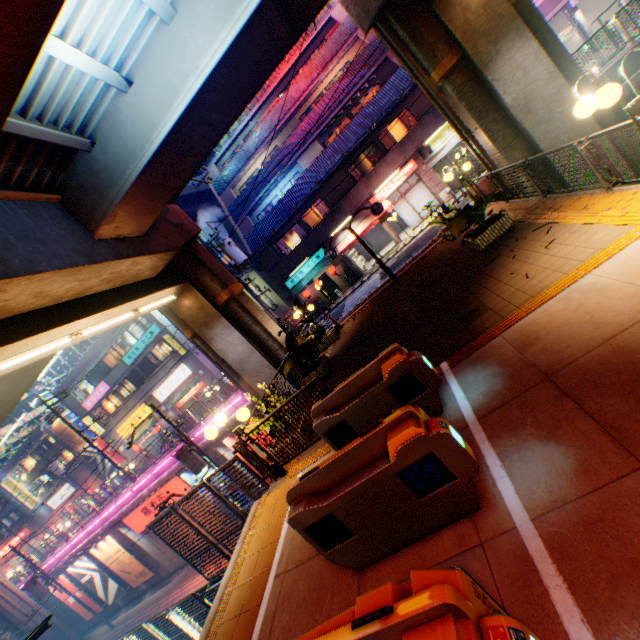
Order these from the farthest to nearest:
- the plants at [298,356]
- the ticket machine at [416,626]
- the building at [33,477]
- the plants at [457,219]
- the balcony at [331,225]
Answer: the building at [33,477]
the balcony at [331,225]
the plants at [298,356]
the plants at [457,219]
the ticket machine at [416,626]

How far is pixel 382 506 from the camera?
3.43m

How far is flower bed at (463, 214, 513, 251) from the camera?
8.7 meters

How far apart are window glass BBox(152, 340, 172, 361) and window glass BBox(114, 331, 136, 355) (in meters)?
1.30

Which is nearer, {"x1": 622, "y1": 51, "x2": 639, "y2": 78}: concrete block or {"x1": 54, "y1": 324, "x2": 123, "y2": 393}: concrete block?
{"x1": 622, "y1": 51, "x2": 639, "y2": 78}: concrete block

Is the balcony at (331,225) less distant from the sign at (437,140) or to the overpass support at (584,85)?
the sign at (437,140)

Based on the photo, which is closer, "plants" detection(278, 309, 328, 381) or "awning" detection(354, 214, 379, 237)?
"plants" detection(278, 309, 328, 381)

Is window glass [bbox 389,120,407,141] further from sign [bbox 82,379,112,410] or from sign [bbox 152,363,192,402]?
sign [bbox 82,379,112,410]
